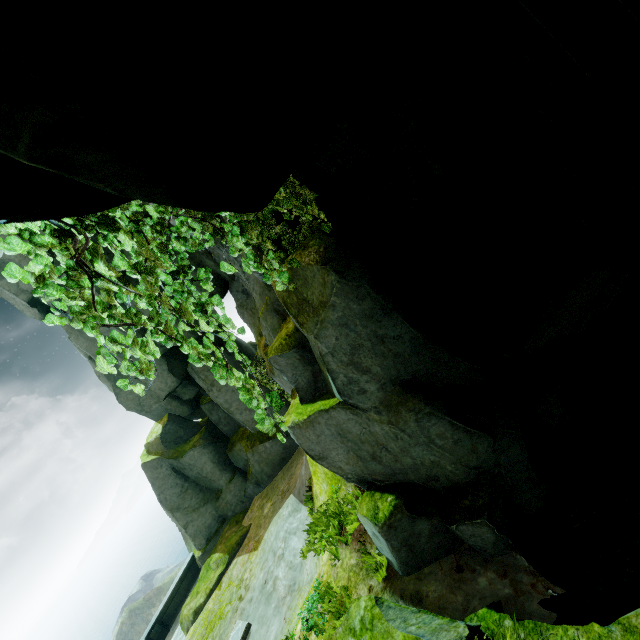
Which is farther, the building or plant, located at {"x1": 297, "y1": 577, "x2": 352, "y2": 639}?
the building

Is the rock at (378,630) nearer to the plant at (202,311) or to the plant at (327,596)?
the plant at (202,311)

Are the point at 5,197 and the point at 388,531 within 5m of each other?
no

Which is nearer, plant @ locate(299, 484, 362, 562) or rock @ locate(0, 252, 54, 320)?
plant @ locate(299, 484, 362, 562)

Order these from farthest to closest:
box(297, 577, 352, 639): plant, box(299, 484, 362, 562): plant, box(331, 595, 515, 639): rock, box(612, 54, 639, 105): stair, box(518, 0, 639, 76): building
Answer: box(518, 0, 639, 76): building
box(612, 54, 639, 105): stair
box(299, 484, 362, 562): plant
box(297, 577, 352, 639): plant
box(331, 595, 515, 639): rock

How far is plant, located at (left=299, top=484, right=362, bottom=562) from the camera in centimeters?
607cm

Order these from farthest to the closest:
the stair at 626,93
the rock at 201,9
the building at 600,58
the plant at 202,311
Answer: the building at 600,58 → the stair at 626,93 → the plant at 202,311 → the rock at 201,9

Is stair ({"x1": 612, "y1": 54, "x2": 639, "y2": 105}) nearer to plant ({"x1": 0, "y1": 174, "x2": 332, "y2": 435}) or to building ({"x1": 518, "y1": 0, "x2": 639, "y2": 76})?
building ({"x1": 518, "y1": 0, "x2": 639, "y2": 76})
